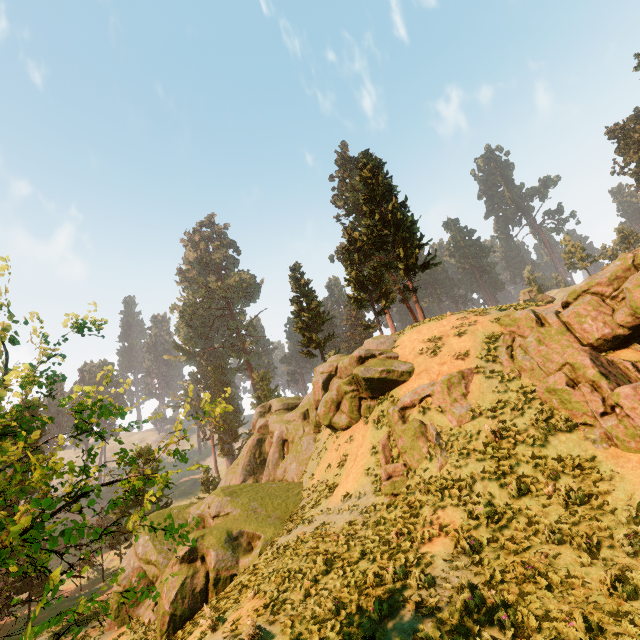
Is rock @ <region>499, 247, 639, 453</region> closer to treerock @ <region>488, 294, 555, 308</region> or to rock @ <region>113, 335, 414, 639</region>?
rock @ <region>113, 335, 414, 639</region>

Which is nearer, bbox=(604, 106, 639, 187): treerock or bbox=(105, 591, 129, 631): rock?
bbox=(105, 591, 129, 631): rock

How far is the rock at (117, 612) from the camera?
18.8 meters

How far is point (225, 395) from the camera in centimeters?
670cm

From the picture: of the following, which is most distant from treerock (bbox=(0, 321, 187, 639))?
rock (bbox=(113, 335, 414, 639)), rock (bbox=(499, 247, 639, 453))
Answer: rock (bbox=(499, 247, 639, 453))

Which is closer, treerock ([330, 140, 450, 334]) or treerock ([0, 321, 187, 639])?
treerock ([0, 321, 187, 639])

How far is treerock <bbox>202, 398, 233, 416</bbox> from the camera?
6.5 meters

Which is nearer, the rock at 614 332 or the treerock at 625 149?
the rock at 614 332
